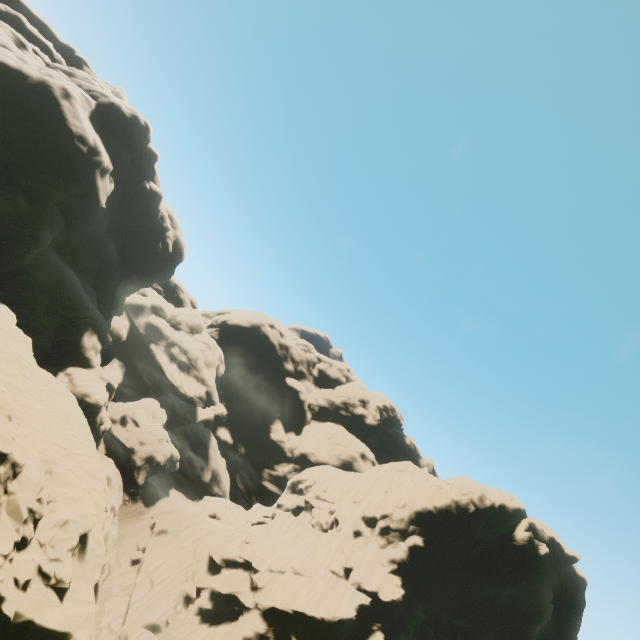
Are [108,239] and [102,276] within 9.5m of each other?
yes

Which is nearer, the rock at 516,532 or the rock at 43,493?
the rock at 43,493

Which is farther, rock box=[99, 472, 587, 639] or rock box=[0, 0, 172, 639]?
rock box=[99, 472, 587, 639]
